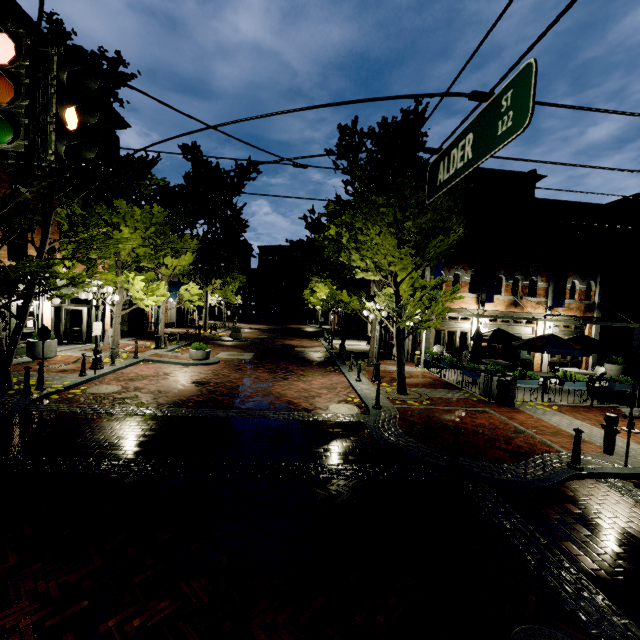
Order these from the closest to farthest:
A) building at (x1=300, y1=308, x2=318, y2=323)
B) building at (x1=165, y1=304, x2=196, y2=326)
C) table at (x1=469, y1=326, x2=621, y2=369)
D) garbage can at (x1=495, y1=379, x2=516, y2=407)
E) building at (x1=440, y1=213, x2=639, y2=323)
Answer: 1. garbage can at (x1=495, y1=379, x2=516, y2=407)
2. table at (x1=469, y1=326, x2=621, y2=369)
3. building at (x1=440, y1=213, x2=639, y2=323)
4. building at (x1=165, y1=304, x2=196, y2=326)
5. building at (x1=300, y1=308, x2=318, y2=323)

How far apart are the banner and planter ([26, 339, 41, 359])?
25.3 meters

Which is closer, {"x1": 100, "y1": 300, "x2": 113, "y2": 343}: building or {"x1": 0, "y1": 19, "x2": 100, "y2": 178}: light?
{"x1": 0, "y1": 19, "x2": 100, "y2": 178}: light

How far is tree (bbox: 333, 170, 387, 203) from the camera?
10.3m

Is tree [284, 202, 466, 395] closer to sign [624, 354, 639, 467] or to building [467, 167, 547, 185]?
building [467, 167, 547, 185]

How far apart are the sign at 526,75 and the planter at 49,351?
17.1m

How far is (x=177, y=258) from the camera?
21.2m

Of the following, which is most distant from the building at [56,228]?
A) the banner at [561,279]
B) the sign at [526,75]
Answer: the sign at [526,75]
